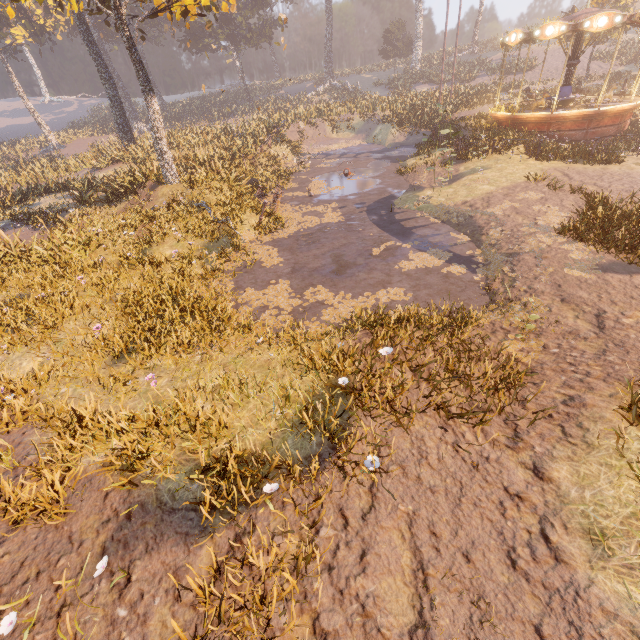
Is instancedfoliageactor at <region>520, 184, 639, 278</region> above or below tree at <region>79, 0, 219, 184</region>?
below

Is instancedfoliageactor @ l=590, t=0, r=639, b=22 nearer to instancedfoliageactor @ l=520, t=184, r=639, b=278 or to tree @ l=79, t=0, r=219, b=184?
tree @ l=79, t=0, r=219, b=184

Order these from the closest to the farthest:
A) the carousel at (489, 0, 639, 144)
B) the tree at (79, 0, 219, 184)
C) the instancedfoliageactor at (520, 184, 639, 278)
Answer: the instancedfoliageactor at (520, 184, 639, 278) < the tree at (79, 0, 219, 184) < the carousel at (489, 0, 639, 144)

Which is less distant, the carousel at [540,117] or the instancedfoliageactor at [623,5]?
the instancedfoliageactor at [623,5]

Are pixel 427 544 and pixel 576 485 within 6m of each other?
yes

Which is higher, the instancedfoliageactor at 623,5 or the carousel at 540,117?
the instancedfoliageactor at 623,5

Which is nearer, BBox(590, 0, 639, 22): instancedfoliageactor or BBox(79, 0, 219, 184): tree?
BBox(79, 0, 219, 184): tree

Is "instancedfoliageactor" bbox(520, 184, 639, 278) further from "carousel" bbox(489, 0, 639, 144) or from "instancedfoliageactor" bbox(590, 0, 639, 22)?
"instancedfoliageactor" bbox(590, 0, 639, 22)
